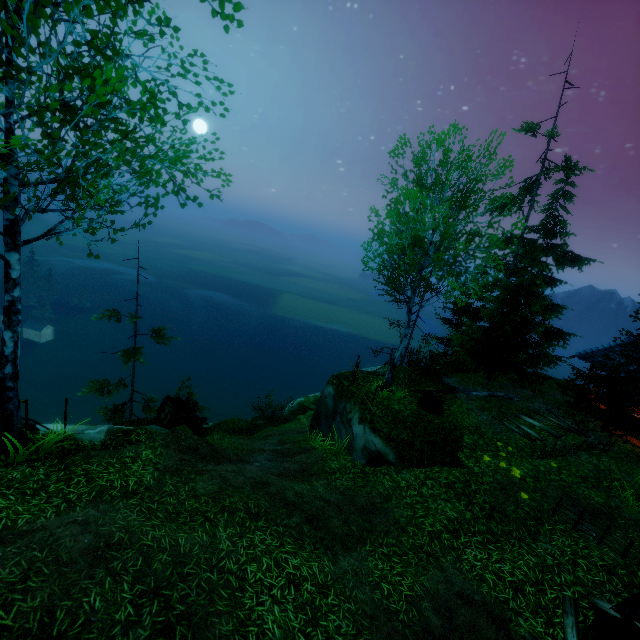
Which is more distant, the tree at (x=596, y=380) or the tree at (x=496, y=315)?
the tree at (x=496, y=315)

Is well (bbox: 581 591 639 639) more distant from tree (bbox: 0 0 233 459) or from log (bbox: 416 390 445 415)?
log (bbox: 416 390 445 415)

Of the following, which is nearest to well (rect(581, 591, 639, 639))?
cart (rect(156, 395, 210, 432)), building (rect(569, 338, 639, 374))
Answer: building (rect(569, 338, 639, 374))

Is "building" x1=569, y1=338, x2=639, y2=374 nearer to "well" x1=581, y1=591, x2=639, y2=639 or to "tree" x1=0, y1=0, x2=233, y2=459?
"tree" x1=0, y1=0, x2=233, y2=459

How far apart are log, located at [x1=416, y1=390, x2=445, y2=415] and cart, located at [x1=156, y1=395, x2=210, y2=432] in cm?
879

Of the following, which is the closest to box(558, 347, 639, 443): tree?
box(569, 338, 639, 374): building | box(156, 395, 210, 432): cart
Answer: box(569, 338, 639, 374): building

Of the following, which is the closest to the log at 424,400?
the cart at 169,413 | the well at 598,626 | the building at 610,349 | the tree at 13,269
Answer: the well at 598,626

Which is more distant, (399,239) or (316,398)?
(316,398)
